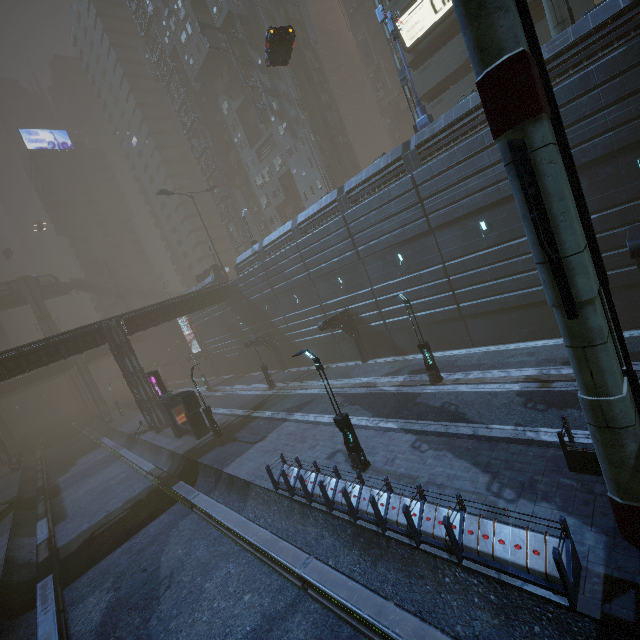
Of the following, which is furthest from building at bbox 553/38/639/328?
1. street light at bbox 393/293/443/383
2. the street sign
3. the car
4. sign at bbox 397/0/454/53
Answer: the car

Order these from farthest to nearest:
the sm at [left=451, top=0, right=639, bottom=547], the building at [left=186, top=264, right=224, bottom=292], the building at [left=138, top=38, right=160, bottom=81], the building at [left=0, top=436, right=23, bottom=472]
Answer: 1. the building at [left=138, top=38, right=160, bottom=81]
2. the building at [left=186, top=264, right=224, bottom=292]
3. the building at [left=0, top=436, right=23, bottom=472]
4. the sm at [left=451, top=0, right=639, bottom=547]

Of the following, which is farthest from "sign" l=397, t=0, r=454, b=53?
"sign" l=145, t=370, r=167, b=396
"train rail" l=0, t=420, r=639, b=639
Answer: "sign" l=145, t=370, r=167, b=396

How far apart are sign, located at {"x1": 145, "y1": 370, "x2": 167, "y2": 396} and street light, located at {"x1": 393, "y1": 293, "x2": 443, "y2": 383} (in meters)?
22.68

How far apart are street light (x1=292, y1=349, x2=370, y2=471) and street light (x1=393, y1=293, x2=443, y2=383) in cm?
668

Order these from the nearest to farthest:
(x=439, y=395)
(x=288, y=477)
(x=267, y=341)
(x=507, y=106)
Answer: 1. (x=507, y=106)
2. (x=288, y=477)
3. (x=439, y=395)
4. (x=267, y=341)

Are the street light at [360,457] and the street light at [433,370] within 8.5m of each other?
yes

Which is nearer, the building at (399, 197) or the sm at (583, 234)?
the sm at (583, 234)
